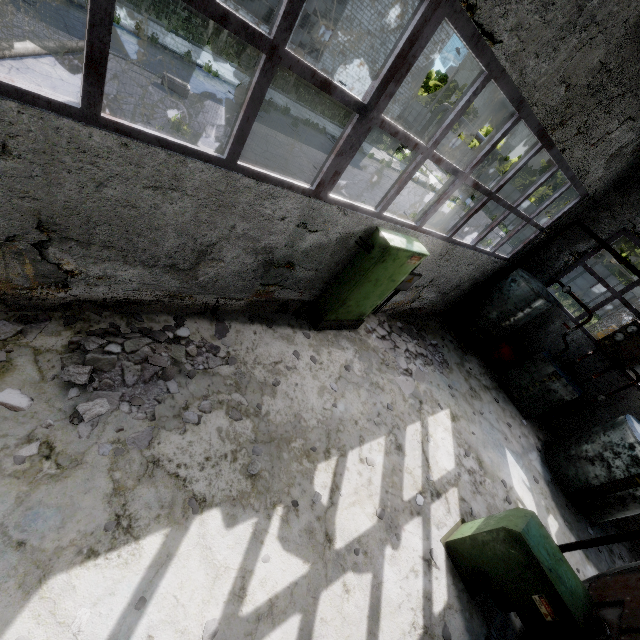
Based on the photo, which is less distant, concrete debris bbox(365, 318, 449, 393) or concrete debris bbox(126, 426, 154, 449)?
concrete debris bbox(126, 426, 154, 449)

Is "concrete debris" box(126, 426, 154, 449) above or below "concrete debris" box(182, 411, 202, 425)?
below

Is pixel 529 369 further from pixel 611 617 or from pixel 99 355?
pixel 99 355

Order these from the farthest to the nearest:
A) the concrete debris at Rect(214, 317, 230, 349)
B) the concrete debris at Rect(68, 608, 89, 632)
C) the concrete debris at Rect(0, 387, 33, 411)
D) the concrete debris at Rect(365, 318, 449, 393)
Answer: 1. the concrete debris at Rect(365, 318, 449, 393)
2. the concrete debris at Rect(214, 317, 230, 349)
3. the concrete debris at Rect(0, 387, 33, 411)
4. the concrete debris at Rect(68, 608, 89, 632)

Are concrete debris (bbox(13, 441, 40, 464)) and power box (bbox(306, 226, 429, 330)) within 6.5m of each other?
yes

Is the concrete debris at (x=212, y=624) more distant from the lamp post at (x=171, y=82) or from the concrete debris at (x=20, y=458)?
the lamp post at (x=171, y=82)

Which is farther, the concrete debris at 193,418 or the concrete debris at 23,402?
the concrete debris at 193,418

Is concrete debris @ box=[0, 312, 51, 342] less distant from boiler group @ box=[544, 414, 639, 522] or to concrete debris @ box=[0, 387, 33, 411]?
concrete debris @ box=[0, 387, 33, 411]
